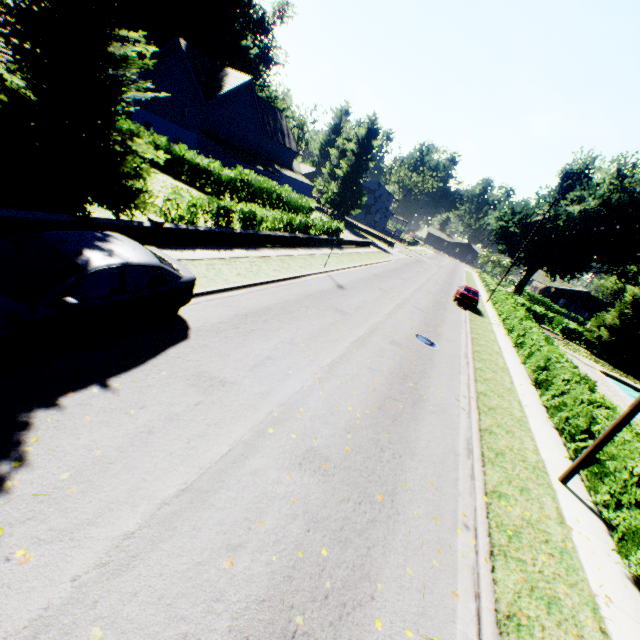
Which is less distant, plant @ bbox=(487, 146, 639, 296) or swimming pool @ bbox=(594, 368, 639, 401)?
swimming pool @ bbox=(594, 368, 639, 401)

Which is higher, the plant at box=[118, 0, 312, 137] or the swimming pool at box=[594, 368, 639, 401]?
the plant at box=[118, 0, 312, 137]

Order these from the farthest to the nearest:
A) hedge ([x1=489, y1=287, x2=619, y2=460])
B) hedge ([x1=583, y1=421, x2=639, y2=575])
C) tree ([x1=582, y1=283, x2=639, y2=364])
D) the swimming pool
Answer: tree ([x1=582, y1=283, x2=639, y2=364]), the swimming pool, hedge ([x1=489, y1=287, x2=619, y2=460]), hedge ([x1=583, y1=421, x2=639, y2=575])

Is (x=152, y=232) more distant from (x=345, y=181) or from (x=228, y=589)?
(x=345, y=181)

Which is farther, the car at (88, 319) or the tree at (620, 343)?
the tree at (620, 343)

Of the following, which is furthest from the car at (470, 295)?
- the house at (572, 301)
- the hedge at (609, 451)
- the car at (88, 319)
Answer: the car at (88, 319)

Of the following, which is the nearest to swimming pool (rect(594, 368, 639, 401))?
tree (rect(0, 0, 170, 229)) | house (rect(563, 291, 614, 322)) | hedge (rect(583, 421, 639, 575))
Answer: tree (rect(0, 0, 170, 229))

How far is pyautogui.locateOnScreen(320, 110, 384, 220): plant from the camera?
47.4m
